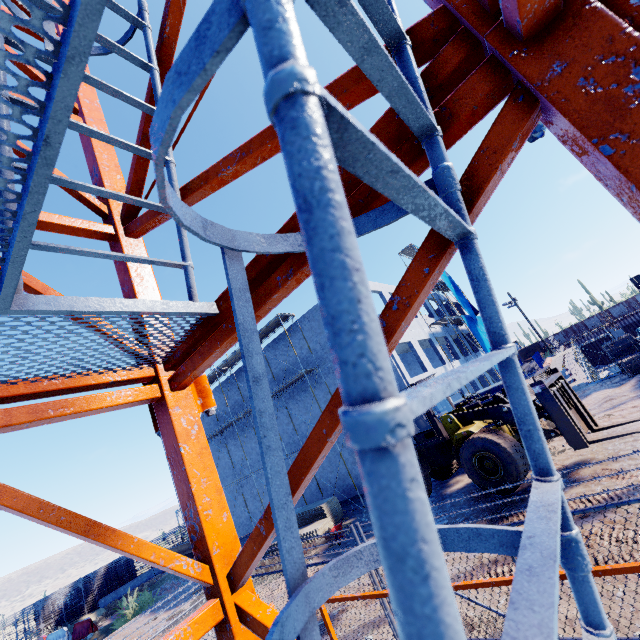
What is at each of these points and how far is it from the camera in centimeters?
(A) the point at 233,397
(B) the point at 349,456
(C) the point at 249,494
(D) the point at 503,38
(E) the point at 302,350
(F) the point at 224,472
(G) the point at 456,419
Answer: (A) concrete column, 2666cm
(B) concrete column, 1975cm
(C) concrete column, 2548cm
(D) tower crane, 85cm
(E) concrete column, 2203cm
(F) concrete column, 2745cm
(G) forklift, 1195cm

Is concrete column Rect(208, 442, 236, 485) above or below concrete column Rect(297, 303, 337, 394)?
below

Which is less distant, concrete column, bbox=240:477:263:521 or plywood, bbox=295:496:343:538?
plywood, bbox=295:496:343:538

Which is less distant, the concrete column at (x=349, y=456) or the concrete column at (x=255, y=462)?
the concrete column at (x=349, y=456)

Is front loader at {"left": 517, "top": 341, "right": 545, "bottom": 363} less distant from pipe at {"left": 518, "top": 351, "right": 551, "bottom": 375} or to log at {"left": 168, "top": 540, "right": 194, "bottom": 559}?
Answer: pipe at {"left": 518, "top": 351, "right": 551, "bottom": 375}

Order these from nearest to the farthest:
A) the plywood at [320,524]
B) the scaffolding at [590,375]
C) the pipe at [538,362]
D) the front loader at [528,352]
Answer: the plywood at [320,524] → the scaffolding at [590,375] → the pipe at [538,362] → the front loader at [528,352]

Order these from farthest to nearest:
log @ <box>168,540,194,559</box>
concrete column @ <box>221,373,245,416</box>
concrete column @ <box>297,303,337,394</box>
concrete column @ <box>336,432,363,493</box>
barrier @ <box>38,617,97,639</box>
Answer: concrete column @ <box>221,373,245,416</box> < log @ <box>168,540,194,559</box> < concrete column @ <box>297,303,337,394</box> < concrete column @ <box>336,432,363,493</box> < barrier @ <box>38,617,97,639</box>
